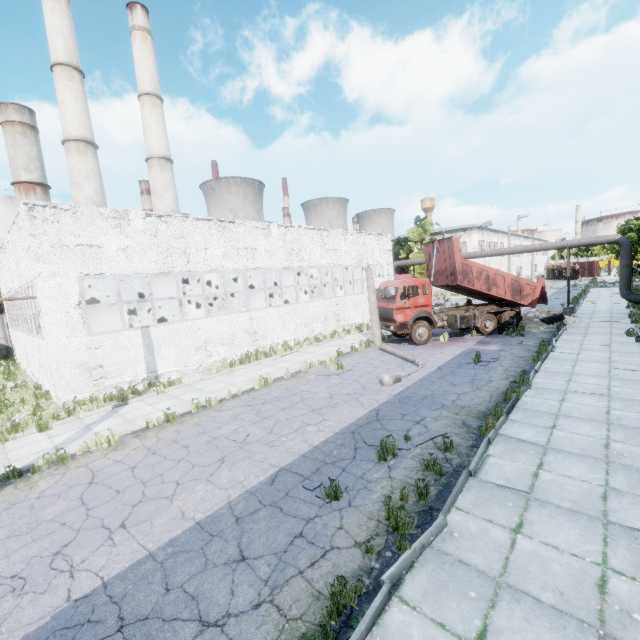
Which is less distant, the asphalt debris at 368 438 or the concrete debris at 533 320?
the asphalt debris at 368 438

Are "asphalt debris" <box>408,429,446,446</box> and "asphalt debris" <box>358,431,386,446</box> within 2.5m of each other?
yes

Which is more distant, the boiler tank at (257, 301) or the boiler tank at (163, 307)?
the boiler tank at (257, 301)

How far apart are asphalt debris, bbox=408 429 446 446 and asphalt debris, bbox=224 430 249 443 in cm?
385

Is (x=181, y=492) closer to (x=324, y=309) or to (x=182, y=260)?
(x=182, y=260)

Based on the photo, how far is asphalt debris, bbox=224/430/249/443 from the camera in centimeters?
862cm

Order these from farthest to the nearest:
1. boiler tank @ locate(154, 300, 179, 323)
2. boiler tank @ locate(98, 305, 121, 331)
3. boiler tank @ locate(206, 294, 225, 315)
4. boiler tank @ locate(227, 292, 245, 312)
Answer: boiler tank @ locate(206, 294, 225, 315) → boiler tank @ locate(227, 292, 245, 312) → boiler tank @ locate(98, 305, 121, 331) → boiler tank @ locate(154, 300, 179, 323)

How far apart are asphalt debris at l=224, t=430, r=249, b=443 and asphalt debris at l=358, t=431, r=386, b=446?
3.1 meters
